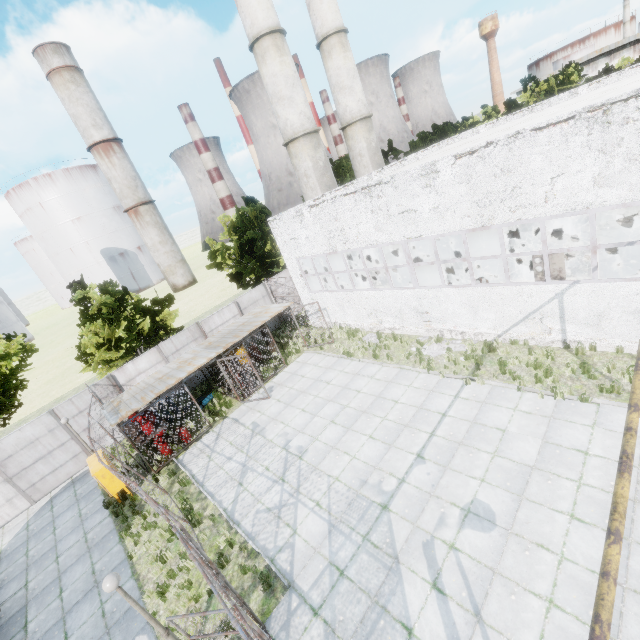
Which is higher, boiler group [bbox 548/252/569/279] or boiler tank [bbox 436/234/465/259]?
boiler group [bbox 548/252/569/279]

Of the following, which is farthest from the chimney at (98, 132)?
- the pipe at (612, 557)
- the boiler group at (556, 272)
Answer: the pipe at (612, 557)

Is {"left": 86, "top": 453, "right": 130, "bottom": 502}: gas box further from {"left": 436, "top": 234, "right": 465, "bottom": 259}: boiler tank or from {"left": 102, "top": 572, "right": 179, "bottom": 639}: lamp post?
{"left": 436, "top": 234, "right": 465, "bottom": 259}: boiler tank

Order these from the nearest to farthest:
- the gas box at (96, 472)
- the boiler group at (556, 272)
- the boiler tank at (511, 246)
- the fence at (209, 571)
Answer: the fence at (209, 571) → the boiler group at (556, 272) → the gas box at (96, 472) → the boiler tank at (511, 246)

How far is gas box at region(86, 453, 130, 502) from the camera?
12.8 meters

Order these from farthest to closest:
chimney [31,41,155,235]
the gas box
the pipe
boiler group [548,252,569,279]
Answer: chimney [31,41,155,235] < the gas box < boiler group [548,252,569,279] < the pipe

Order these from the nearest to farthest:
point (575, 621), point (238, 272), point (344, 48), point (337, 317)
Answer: point (575, 621), point (337, 317), point (344, 48), point (238, 272)

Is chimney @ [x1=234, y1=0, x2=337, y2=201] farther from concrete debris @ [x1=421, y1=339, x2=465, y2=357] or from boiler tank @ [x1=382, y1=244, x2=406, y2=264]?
concrete debris @ [x1=421, y1=339, x2=465, y2=357]
